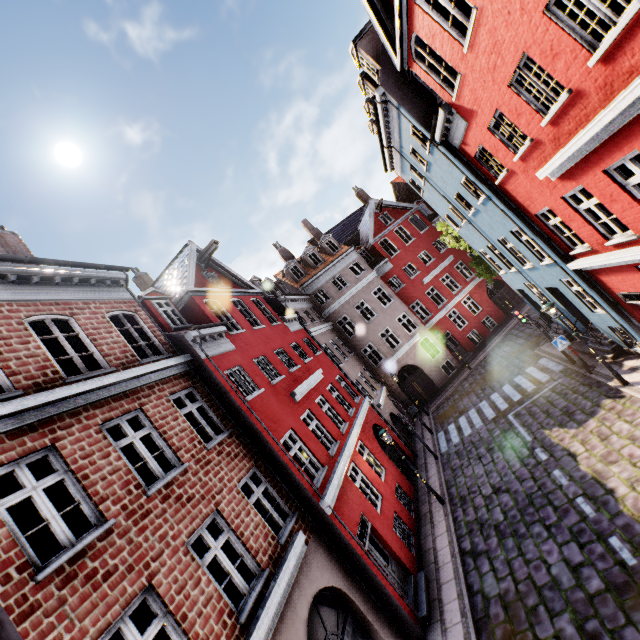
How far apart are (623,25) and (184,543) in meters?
11.3 m
